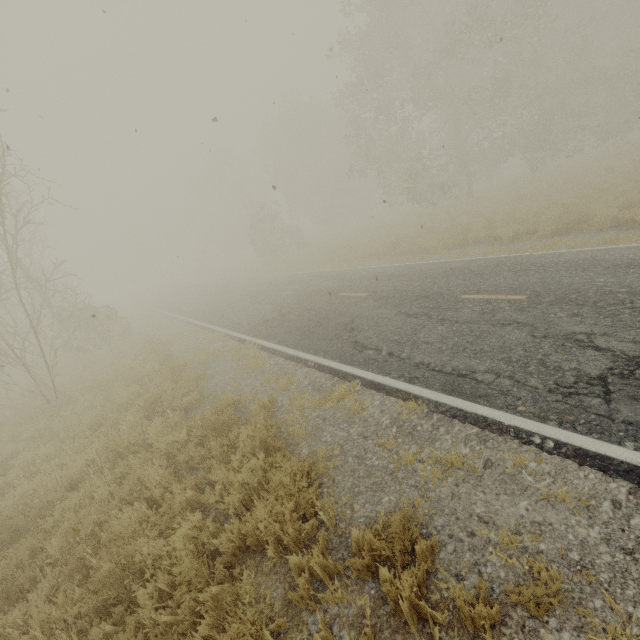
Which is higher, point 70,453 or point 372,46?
point 372,46

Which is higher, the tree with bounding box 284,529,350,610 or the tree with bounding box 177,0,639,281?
the tree with bounding box 177,0,639,281

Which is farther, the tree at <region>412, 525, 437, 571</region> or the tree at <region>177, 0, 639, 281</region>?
the tree at <region>177, 0, 639, 281</region>

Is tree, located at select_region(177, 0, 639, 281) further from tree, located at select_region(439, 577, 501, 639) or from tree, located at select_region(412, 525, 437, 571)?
tree, located at select_region(439, 577, 501, 639)

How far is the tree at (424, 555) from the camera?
3.03m

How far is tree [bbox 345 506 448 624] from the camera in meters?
2.7

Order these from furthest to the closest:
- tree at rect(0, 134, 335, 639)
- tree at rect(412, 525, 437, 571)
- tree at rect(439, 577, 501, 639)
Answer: tree at rect(0, 134, 335, 639) → tree at rect(412, 525, 437, 571) → tree at rect(439, 577, 501, 639)

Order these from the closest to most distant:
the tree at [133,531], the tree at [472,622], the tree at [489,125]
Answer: the tree at [472,622] < the tree at [133,531] < the tree at [489,125]
